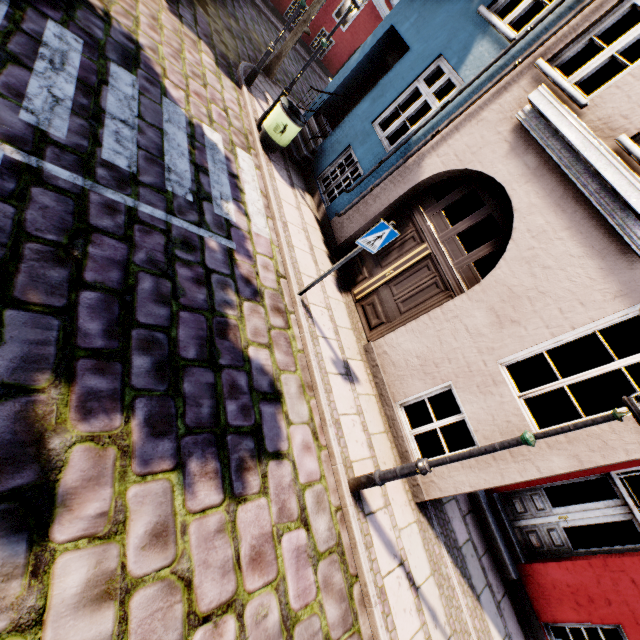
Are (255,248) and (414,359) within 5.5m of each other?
yes

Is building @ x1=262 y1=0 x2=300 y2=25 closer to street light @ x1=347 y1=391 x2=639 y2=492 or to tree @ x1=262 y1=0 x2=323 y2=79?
street light @ x1=347 y1=391 x2=639 y2=492

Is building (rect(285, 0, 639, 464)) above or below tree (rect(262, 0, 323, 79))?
above

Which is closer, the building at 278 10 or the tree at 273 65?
the tree at 273 65

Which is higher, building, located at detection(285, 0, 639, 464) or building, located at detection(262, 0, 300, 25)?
building, located at detection(285, 0, 639, 464)

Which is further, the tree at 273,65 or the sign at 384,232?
the tree at 273,65

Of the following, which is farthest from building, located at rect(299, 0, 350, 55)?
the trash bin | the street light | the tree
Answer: the tree
